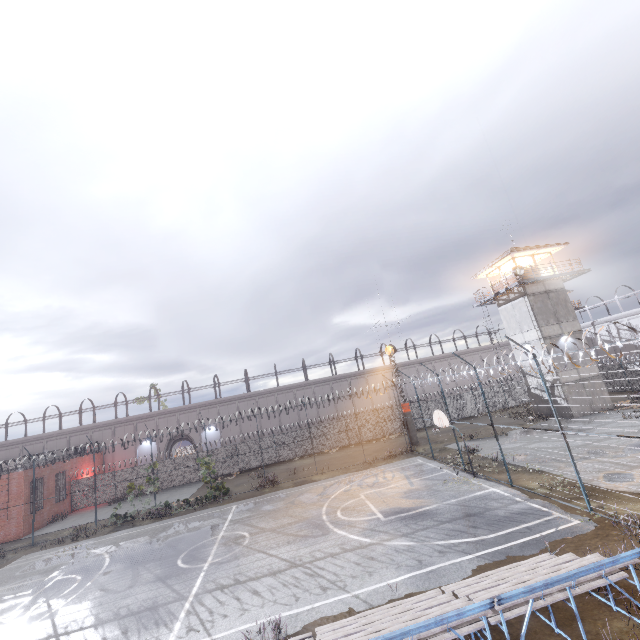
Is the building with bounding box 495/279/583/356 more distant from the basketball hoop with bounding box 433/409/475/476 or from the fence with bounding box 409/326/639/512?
the basketball hoop with bounding box 433/409/475/476

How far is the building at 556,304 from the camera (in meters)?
27.86

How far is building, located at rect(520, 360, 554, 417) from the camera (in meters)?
28.47

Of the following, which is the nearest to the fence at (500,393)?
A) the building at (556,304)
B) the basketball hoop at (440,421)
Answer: the basketball hoop at (440,421)

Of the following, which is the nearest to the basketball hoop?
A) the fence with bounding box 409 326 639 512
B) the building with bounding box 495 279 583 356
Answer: the fence with bounding box 409 326 639 512

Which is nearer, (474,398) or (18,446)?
(18,446)

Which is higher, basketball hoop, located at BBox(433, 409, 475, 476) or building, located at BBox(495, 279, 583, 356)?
building, located at BBox(495, 279, 583, 356)
